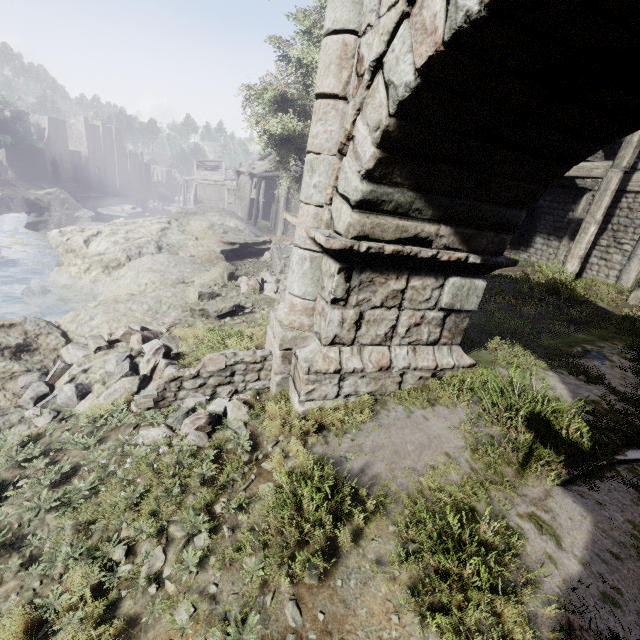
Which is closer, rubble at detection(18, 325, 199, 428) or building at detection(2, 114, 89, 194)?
rubble at detection(18, 325, 199, 428)

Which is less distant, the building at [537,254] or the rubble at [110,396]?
the rubble at [110,396]

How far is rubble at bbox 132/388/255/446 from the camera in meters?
4.4

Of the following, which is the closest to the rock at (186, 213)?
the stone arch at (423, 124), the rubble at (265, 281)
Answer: the rubble at (265, 281)

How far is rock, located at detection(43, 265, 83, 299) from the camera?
13.9 meters

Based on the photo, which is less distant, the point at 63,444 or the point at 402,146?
the point at 402,146

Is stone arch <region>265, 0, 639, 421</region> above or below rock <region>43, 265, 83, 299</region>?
above
